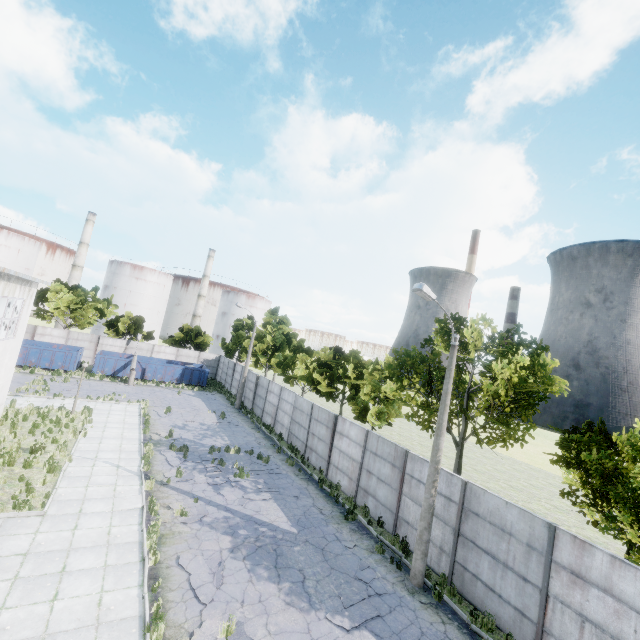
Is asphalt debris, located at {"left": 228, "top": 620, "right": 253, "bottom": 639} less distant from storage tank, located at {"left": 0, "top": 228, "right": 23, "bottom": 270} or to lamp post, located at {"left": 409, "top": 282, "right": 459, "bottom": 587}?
lamp post, located at {"left": 409, "top": 282, "right": 459, "bottom": 587}

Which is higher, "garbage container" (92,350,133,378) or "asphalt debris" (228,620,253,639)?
"garbage container" (92,350,133,378)

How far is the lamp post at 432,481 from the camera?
11.1 meters

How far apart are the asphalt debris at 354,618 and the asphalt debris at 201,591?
3.24m

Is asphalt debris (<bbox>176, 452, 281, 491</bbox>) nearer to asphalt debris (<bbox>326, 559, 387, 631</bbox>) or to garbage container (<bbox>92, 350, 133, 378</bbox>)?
asphalt debris (<bbox>326, 559, 387, 631</bbox>)

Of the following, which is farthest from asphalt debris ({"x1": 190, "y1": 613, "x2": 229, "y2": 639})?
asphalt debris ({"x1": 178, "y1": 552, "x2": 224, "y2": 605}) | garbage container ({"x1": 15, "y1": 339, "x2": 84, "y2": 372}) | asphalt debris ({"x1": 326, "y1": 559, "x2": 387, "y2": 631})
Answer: garbage container ({"x1": 15, "y1": 339, "x2": 84, "y2": 372})

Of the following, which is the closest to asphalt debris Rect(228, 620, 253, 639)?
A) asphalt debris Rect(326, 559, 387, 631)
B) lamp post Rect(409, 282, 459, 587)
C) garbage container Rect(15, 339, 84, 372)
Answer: asphalt debris Rect(326, 559, 387, 631)

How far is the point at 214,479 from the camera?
16.00m
